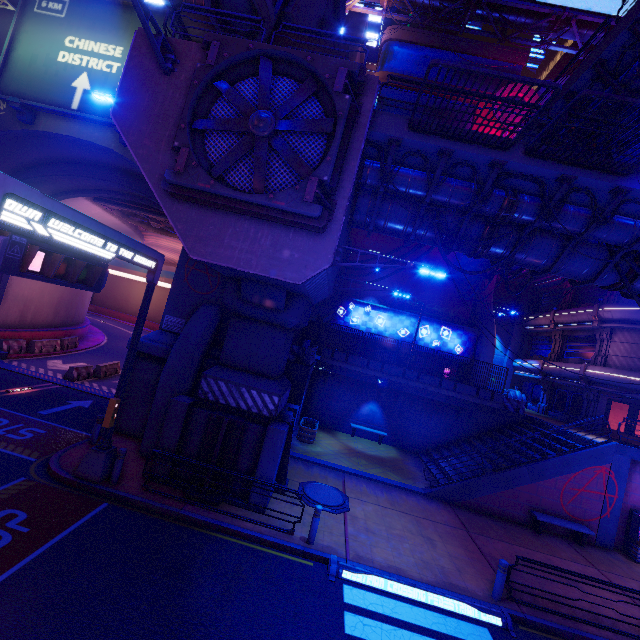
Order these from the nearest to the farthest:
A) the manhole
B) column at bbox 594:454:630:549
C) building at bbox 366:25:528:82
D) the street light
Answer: the street light, the manhole, column at bbox 594:454:630:549, building at bbox 366:25:528:82

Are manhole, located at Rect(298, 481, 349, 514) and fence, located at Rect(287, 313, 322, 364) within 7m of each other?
yes

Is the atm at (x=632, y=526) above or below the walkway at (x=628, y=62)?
below

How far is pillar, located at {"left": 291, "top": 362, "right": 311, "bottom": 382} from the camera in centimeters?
1571cm

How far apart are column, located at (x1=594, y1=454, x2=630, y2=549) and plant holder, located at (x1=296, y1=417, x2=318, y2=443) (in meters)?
13.47

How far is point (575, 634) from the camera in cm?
855

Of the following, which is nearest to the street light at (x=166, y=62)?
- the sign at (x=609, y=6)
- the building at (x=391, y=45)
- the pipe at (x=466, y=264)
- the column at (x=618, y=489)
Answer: the pipe at (x=466, y=264)

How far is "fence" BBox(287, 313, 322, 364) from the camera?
16.6m
